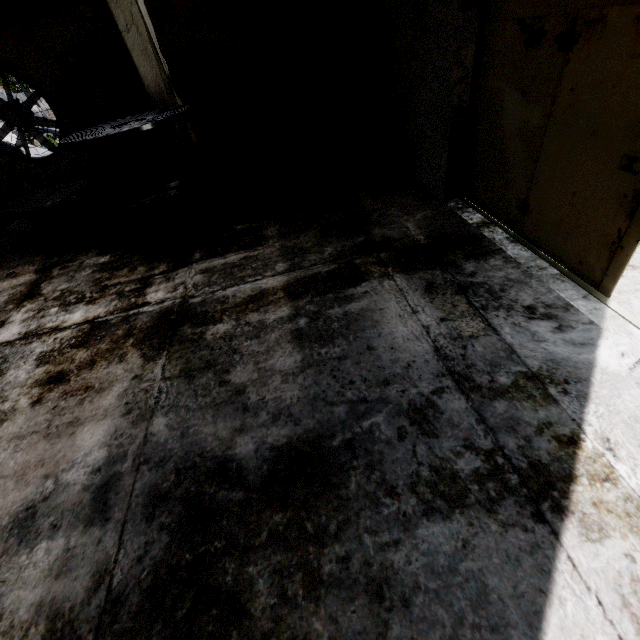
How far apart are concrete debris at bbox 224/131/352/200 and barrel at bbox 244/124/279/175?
0.0m

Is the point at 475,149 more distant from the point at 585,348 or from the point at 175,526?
the point at 175,526

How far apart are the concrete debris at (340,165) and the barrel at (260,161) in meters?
0.0

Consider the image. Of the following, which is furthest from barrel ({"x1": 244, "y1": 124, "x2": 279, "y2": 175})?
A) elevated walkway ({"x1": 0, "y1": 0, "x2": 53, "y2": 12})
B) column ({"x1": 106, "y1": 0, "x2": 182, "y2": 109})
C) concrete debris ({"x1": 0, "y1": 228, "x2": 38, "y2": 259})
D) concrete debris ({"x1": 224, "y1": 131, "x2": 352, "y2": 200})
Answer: concrete debris ({"x1": 0, "y1": 228, "x2": 38, "y2": 259})

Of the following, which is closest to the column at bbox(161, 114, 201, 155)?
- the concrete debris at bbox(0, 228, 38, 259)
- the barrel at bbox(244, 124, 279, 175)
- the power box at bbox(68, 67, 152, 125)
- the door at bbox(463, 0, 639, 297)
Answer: the barrel at bbox(244, 124, 279, 175)

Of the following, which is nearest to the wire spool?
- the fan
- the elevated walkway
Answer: the elevated walkway

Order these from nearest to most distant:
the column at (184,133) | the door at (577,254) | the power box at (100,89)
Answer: the door at (577,254), the column at (184,133), the power box at (100,89)

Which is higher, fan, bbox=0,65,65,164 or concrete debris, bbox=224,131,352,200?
fan, bbox=0,65,65,164
